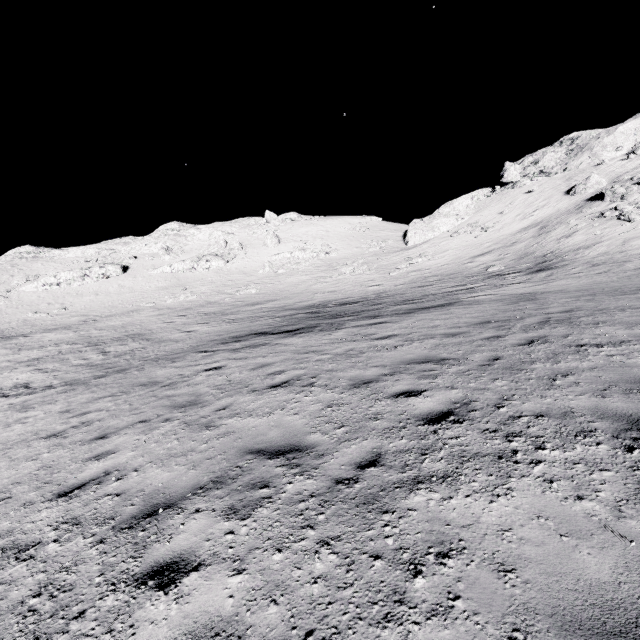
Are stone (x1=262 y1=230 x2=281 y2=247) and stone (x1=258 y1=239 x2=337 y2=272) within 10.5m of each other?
yes

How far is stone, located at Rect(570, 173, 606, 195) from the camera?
33.75m

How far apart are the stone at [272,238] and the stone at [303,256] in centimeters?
350cm

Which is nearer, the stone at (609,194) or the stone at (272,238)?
the stone at (609,194)

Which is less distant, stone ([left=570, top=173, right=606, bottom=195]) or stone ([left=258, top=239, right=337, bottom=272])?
stone ([left=570, top=173, right=606, bottom=195])

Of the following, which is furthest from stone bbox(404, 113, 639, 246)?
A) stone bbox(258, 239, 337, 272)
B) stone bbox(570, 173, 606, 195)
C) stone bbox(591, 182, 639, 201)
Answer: stone bbox(258, 239, 337, 272)

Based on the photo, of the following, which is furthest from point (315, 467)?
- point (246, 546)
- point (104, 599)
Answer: point (104, 599)

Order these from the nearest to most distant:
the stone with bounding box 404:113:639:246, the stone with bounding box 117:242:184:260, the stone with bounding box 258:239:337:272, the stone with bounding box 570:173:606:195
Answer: the stone with bounding box 570:173:606:195, the stone with bounding box 404:113:639:246, the stone with bounding box 258:239:337:272, the stone with bounding box 117:242:184:260
